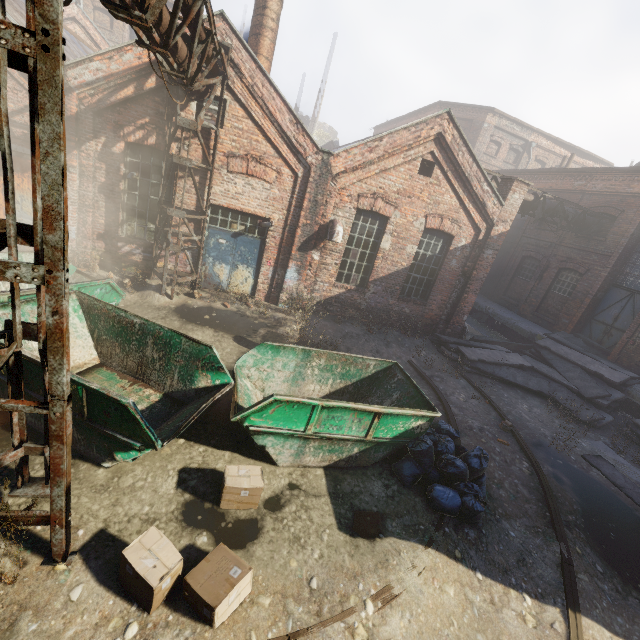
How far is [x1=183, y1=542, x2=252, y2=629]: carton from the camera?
3.2m

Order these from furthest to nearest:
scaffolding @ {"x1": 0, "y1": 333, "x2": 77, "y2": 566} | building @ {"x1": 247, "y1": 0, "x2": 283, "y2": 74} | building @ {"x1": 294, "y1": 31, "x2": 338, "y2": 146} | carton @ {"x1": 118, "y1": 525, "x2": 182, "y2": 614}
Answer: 1. building @ {"x1": 294, "y1": 31, "x2": 338, "y2": 146}
2. building @ {"x1": 247, "y1": 0, "x2": 283, "y2": 74}
3. carton @ {"x1": 118, "y1": 525, "x2": 182, "y2": 614}
4. scaffolding @ {"x1": 0, "y1": 333, "x2": 77, "y2": 566}

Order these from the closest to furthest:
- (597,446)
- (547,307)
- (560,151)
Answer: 1. (597,446)
2. (547,307)
3. (560,151)

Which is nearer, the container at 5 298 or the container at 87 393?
the container at 87 393

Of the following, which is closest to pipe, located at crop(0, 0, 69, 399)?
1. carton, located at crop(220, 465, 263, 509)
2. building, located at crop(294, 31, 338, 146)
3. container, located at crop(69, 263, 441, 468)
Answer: container, located at crop(69, 263, 441, 468)

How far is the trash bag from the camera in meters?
5.2

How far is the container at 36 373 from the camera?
4.1m

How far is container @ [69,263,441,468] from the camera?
4.24m
